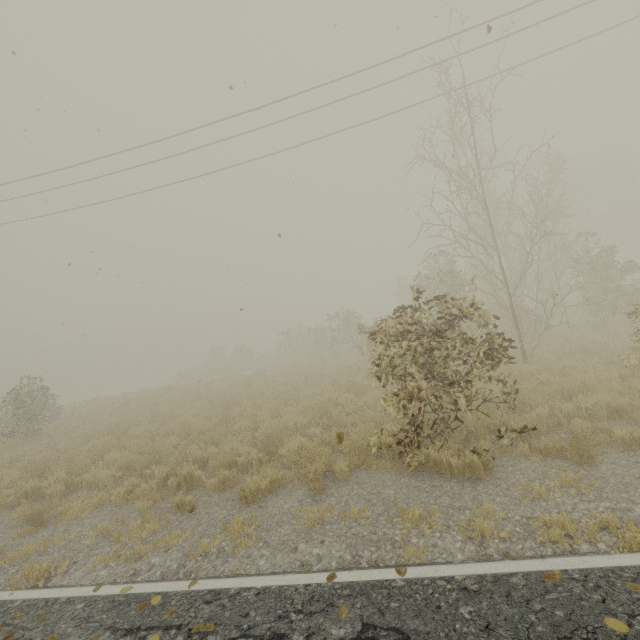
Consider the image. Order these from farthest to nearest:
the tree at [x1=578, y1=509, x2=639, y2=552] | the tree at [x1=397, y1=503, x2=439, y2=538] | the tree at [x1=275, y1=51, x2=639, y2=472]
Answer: the tree at [x1=275, y1=51, x2=639, y2=472], the tree at [x1=397, y1=503, x2=439, y2=538], the tree at [x1=578, y1=509, x2=639, y2=552]

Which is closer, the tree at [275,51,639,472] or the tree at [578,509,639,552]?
the tree at [578,509,639,552]

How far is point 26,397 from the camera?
15.5m

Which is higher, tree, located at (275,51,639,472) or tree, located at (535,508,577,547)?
tree, located at (275,51,639,472)

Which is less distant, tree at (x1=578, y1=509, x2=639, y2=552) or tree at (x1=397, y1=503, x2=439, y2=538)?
tree at (x1=578, y1=509, x2=639, y2=552)

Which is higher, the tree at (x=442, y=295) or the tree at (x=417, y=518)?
the tree at (x=442, y=295)

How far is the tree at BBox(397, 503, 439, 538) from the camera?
4.3m

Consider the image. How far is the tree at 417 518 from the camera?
4.3m
